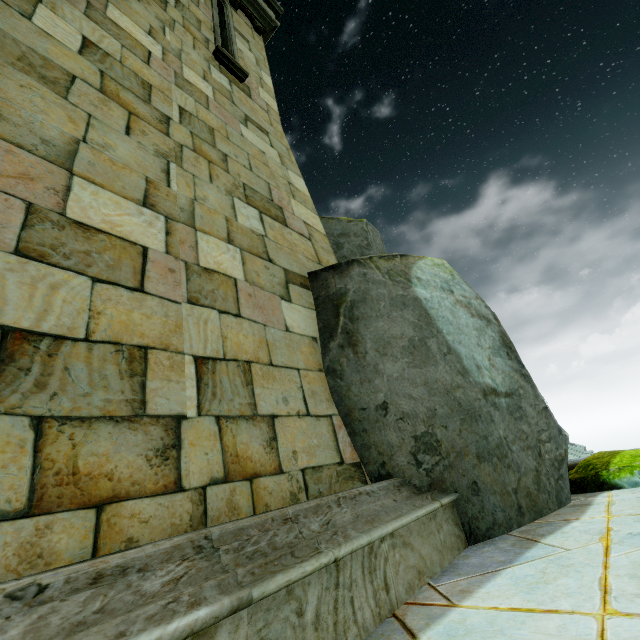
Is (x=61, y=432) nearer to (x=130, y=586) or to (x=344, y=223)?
(x=130, y=586)
